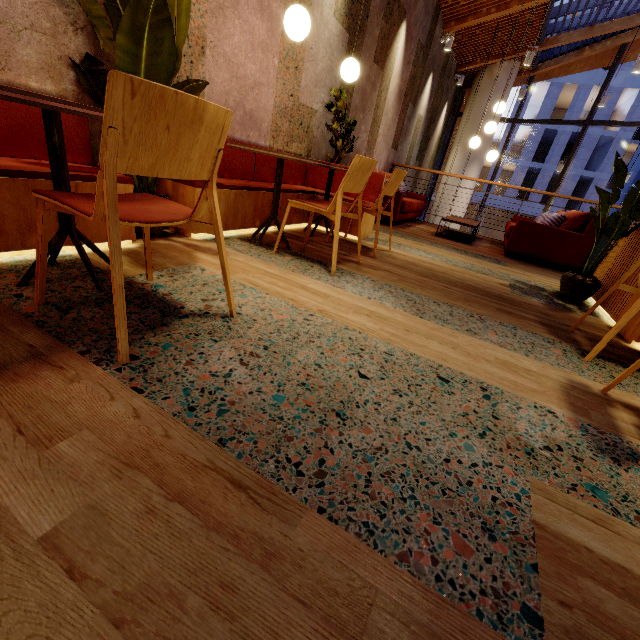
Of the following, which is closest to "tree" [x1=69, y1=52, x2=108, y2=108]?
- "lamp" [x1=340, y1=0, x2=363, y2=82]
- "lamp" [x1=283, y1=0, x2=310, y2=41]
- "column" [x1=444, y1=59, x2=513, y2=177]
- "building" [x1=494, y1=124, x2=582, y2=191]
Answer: "lamp" [x1=283, y1=0, x2=310, y2=41]

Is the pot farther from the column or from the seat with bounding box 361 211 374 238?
the column

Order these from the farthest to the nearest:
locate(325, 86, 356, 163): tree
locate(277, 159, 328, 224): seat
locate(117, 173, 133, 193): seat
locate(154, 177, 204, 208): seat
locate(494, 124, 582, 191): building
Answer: locate(494, 124, 582, 191): building
locate(325, 86, 356, 163): tree
locate(277, 159, 328, 224): seat
locate(154, 177, 204, 208): seat
locate(117, 173, 133, 193): seat

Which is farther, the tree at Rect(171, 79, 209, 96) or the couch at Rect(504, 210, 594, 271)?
the couch at Rect(504, 210, 594, 271)

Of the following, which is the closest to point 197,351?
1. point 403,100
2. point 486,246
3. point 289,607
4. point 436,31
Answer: point 289,607

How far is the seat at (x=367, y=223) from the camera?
3.9m

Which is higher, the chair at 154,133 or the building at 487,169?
the building at 487,169

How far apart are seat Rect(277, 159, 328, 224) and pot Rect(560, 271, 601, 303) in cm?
224
